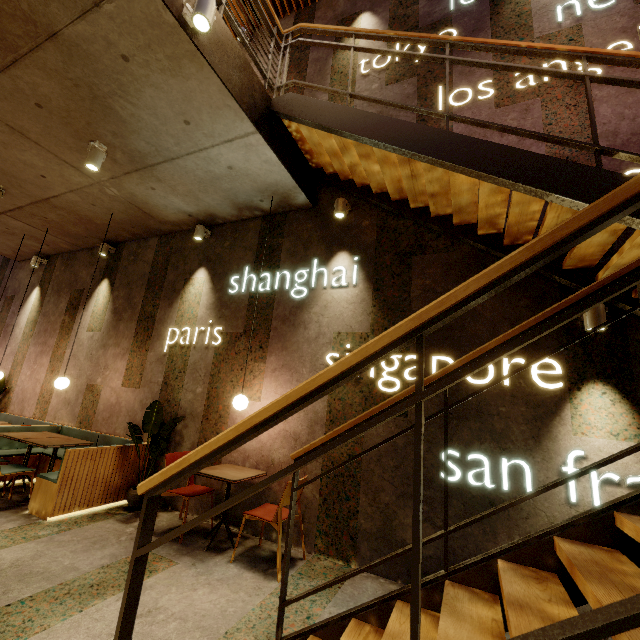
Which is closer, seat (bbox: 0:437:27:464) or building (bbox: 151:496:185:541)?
building (bbox: 151:496:185:541)

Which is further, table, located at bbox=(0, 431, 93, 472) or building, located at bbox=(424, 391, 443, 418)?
table, located at bbox=(0, 431, 93, 472)

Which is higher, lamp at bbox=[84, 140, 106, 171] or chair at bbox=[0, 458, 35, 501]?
lamp at bbox=[84, 140, 106, 171]

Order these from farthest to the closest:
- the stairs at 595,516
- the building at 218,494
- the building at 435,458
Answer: the building at 218,494
the building at 435,458
the stairs at 595,516

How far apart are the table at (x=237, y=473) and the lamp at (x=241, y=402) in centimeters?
71cm

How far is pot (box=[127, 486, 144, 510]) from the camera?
4.4 meters

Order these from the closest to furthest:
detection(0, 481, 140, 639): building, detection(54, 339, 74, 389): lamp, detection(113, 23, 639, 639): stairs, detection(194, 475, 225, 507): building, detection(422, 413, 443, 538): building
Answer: detection(113, 23, 639, 639): stairs < detection(0, 481, 140, 639): building < detection(422, 413, 443, 538): building < detection(194, 475, 225, 507): building < detection(54, 339, 74, 389): lamp

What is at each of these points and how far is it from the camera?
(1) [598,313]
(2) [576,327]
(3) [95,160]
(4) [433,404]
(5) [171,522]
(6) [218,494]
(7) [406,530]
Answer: (1) lamp, 2.9 meters
(2) building, 3.2 meters
(3) lamp, 4.0 meters
(4) building, 3.5 meters
(5) building, 4.1 meters
(6) building, 4.3 meters
(7) building, 3.3 meters
